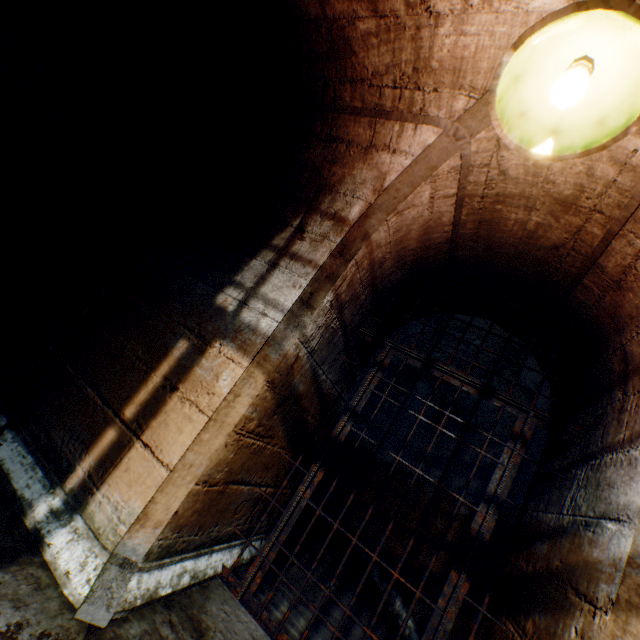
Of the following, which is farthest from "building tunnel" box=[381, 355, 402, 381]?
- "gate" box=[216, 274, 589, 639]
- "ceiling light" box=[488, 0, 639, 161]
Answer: "ceiling light" box=[488, 0, 639, 161]

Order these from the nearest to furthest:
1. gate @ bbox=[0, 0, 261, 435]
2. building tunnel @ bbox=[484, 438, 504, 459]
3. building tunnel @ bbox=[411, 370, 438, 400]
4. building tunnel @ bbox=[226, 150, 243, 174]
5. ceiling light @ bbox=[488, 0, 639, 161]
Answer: ceiling light @ bbox=[488, 0, 639, 161]
gate @ bbox=[0, 0, 261, 435]
building tunnel @ bbox=[226, 150, 243, 174]
building tunnel @ bbox=[484, 438, 504, 459]
building tunnel @ bbox=[411, 370, 438, 400]

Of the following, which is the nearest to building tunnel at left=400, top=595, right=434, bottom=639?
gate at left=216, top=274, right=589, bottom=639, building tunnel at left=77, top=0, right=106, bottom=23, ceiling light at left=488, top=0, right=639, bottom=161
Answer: building tunnel at left=77, top=0, right=106, bottom=23

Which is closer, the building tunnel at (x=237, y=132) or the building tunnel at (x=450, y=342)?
the building tunnel at (x=237, y=132)

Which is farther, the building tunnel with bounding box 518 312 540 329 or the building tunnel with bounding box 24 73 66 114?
the building tunnel with bounding box 24 73 66 114

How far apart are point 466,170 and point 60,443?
3.0m

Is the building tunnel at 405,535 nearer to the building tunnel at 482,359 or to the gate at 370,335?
the building tunnel at 482,359
